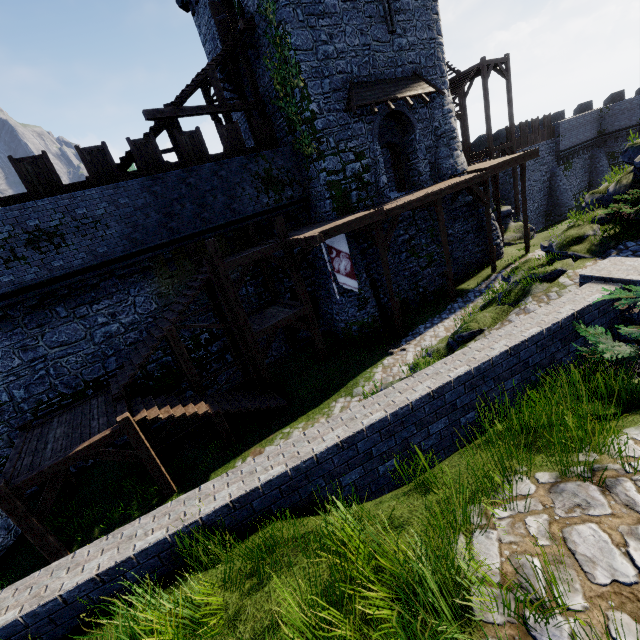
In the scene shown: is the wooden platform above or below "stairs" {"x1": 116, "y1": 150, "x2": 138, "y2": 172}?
above

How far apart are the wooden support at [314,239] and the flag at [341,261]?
0.76m

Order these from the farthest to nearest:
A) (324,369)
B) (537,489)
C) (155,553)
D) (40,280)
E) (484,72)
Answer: (484,72), (324,369), (40,280), (155,553), (537,489)

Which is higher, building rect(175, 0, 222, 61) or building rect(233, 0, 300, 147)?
building rect(175, 0, 222, 61)

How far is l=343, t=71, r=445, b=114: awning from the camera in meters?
15.1 m

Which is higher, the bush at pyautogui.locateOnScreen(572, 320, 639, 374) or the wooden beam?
the wooden beam

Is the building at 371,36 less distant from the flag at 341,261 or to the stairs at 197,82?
the stairs at 197,82

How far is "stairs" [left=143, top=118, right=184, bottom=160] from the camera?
14.30m
